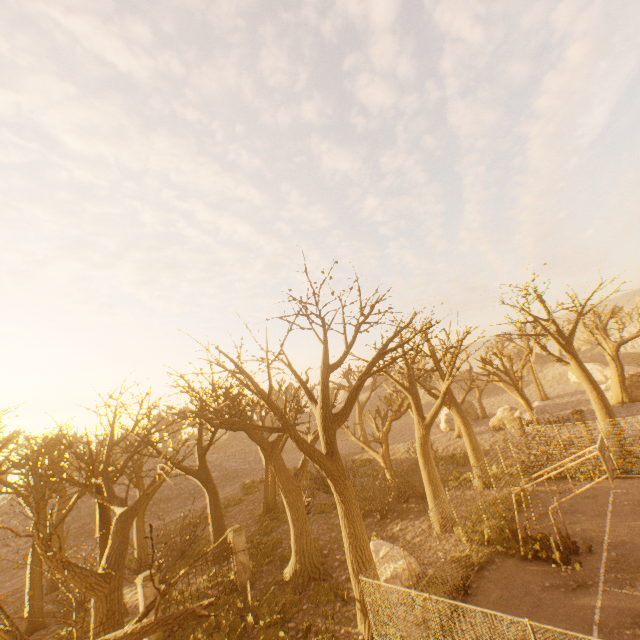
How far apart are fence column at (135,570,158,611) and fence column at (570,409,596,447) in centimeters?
2599cm

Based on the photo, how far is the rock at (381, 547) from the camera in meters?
13.3

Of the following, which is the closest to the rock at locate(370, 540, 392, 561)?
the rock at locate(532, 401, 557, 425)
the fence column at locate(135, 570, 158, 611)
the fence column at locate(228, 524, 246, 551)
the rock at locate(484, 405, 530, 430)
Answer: the fence column at locate(228, 524, 246, 551)

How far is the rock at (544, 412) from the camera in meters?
29.7

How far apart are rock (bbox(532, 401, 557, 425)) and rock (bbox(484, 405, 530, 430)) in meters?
0.5

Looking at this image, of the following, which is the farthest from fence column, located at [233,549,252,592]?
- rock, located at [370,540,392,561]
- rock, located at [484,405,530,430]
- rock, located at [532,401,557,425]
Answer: rock, located at [484,405,530,430]

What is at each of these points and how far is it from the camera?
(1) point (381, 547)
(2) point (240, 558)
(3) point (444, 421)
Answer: (1) rock, 13.5 meters
(2) fence column, 15.3 meters
(3) rock, 39.8 meters

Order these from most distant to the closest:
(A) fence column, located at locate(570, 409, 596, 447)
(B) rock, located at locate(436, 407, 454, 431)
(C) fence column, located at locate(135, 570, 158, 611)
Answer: (B) rock, located at locate(436, 407, 454, 431) → (A) fence column, located at locate(570, 409, 596, 447) → (C) fence column, located at locate(135, 570, 158, 611)
